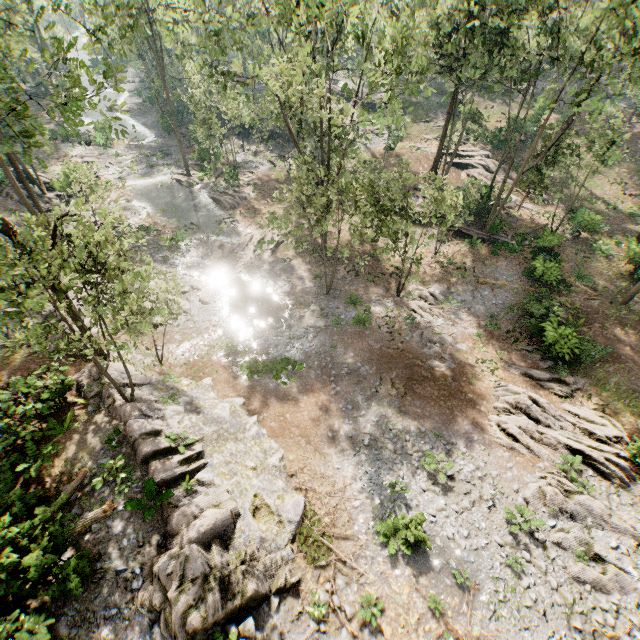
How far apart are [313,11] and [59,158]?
39.3 meters

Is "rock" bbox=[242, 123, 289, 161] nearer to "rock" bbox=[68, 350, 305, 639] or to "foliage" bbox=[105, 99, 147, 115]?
"foliage" bbox=[105, 99, 147, 115]

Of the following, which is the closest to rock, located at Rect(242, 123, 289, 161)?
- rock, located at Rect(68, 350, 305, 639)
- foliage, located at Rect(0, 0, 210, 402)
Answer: foliage, located at Rect(0, 0, 210, 402)

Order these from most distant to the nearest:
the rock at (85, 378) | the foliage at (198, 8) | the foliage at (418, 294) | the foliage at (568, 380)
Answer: the foliage at (418, 294)
the foliage at (568, 380)
the foliage at (198, 8)
the rock at (85, 378)

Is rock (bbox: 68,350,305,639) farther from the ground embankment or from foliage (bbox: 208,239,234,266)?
the ground embankment

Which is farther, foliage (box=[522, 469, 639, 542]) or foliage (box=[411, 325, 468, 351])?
foliage (box=[411, 325, 468, 351])

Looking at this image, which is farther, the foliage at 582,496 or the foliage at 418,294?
the foliage at 418,294
